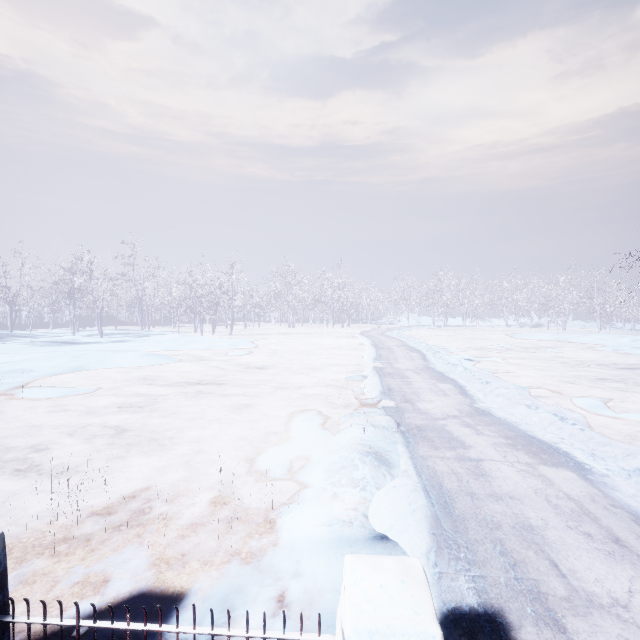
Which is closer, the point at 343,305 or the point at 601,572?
the point at 601,572
